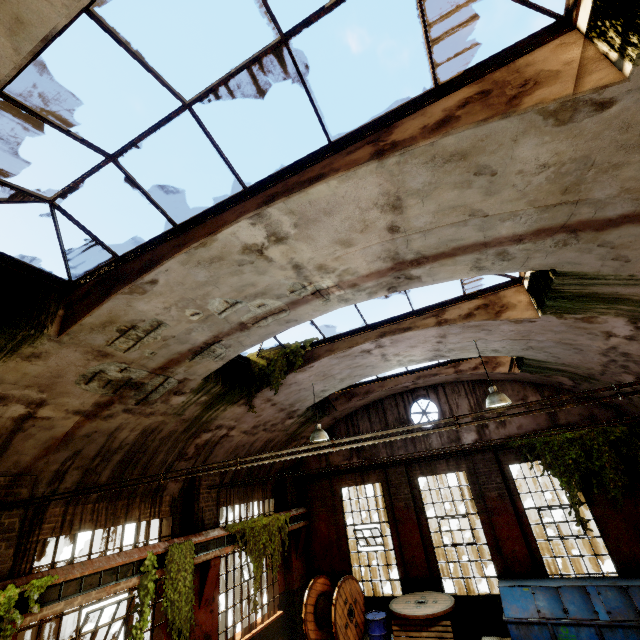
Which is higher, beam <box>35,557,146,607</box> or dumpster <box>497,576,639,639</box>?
beam <box>35,557,146,607</box>

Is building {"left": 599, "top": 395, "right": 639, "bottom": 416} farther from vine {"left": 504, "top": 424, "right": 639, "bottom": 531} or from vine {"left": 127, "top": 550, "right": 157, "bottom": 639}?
vine {"left": 127, "top": 550, "right": 157, "bottom": 639}

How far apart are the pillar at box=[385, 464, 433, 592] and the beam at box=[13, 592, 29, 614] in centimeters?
818cm

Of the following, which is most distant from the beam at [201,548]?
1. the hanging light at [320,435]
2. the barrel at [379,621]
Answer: the barrel at [379,621]

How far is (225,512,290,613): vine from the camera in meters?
9.5 m

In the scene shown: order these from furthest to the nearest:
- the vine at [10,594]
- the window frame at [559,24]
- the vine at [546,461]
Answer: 1. the vine at [546,461]
2. the vine at [10,594]
3. the window frame at [559,24]

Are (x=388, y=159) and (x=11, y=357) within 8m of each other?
yes

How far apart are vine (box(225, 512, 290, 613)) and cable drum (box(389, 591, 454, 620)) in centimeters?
354cm
